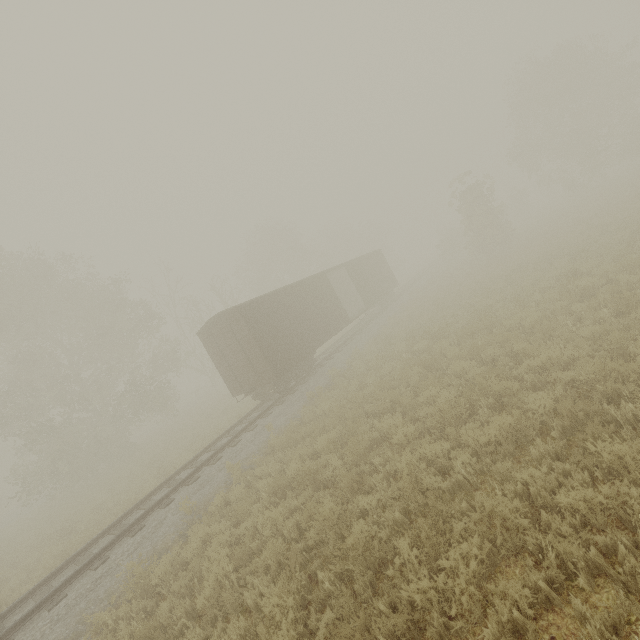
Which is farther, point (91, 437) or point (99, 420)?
point (99, 420)

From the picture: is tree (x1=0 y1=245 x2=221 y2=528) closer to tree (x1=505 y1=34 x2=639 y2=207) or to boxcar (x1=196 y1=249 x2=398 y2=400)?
boxcar (x1=196 y1=249 x2=398 y2=400)

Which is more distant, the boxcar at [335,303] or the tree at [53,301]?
the tree at [53,301]

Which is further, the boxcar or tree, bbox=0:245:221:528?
tree, bbox=0:245:221:528

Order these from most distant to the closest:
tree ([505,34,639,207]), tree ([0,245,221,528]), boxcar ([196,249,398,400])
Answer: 1. tree ([505,34,639,207])
2. tree ([0,245,221,528])
3. boxcar ([196,249,398,400])

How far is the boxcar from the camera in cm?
1431

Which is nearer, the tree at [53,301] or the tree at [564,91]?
the tree at [53,301]
